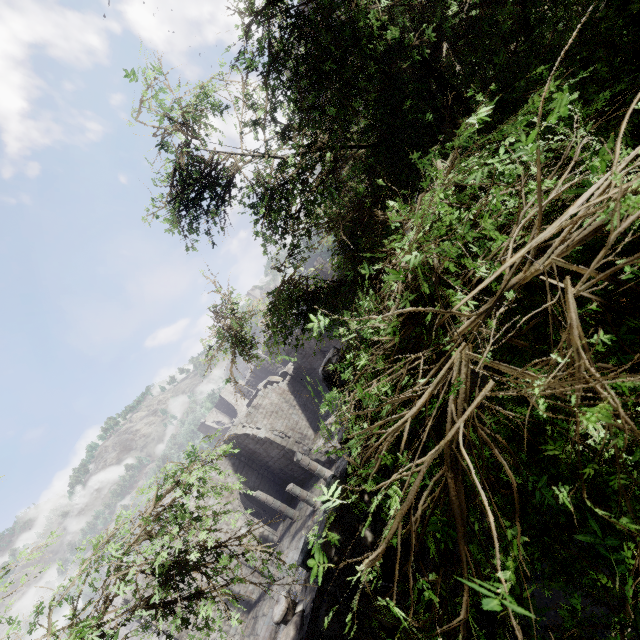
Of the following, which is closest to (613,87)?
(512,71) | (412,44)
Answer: (512,71)

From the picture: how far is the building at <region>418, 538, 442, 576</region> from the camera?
6.7 meters

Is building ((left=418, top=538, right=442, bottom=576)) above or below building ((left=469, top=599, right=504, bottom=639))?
above

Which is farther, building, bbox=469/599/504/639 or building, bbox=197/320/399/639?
building, bbox=469/599/504/639

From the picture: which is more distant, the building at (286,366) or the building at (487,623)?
the building at (487,623)
